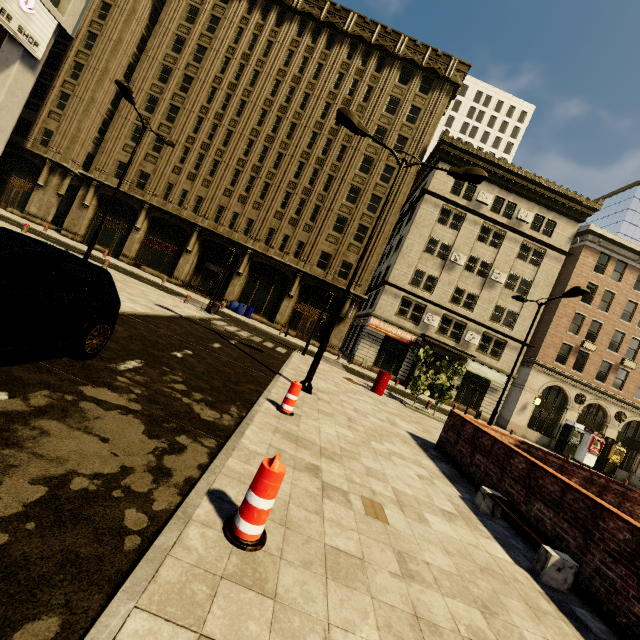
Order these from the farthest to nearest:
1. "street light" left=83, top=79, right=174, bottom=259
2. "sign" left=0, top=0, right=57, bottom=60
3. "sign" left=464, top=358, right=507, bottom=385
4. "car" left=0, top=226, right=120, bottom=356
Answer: "sign" left=464, top=358, right=507, bottom=385, "street light" left=83, top=79, right=174, bottom=259, "sign" left=0, top=0, right=57, bottom=60, "car" left=0, top=226, right=120, bottom=356

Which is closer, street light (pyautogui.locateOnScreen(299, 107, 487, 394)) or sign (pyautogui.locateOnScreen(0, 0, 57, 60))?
sign (pyautogui.locateOnScreen(0, 0, 57, 60))

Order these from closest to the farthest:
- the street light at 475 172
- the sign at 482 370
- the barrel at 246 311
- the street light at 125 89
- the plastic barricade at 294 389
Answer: the plastic barricade at 294 389, the street light at 475 172, the street light at 125 89, the barrel at 246 311, the sign at 482 370

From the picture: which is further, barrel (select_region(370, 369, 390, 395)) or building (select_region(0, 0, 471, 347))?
building (select_region(0, 0, 471, 347))

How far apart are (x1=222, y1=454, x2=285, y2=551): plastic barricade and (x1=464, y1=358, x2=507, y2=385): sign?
29.1m

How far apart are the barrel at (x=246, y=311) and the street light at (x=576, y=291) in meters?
19.4 m

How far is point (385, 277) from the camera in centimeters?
3177cm

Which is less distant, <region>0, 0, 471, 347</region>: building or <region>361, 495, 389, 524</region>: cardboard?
<region>361, 495, 389, 524</region>: cardboard
